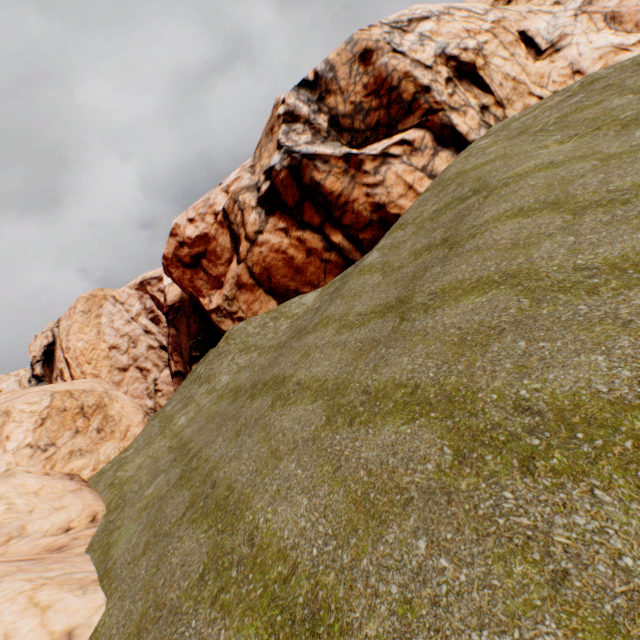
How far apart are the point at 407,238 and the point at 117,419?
24.71m
